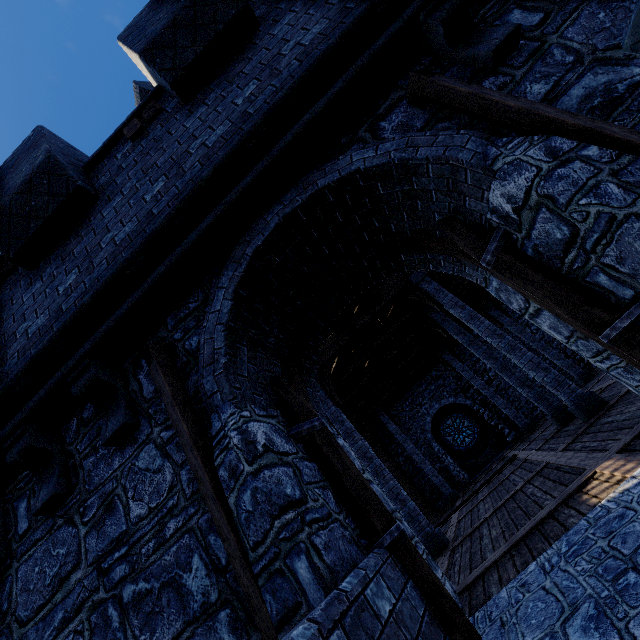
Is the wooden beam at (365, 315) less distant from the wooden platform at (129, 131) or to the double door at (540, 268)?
the double door at (540, 268)

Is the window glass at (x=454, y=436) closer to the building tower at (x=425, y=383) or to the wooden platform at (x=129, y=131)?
the building tower at (x=425, y=383)

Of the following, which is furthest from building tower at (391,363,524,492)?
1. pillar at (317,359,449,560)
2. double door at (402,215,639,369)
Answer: pillar at (317,359,449,560)

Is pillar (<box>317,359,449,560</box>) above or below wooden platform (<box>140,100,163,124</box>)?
Answer: below

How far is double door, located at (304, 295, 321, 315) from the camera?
4.3 meters

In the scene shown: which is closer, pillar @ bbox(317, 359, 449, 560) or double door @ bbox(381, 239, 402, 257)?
double door @ bbox(381, 239, 402, 257)

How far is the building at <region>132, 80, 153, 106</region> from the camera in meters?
15.8

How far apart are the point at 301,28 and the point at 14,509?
6.2 meters
